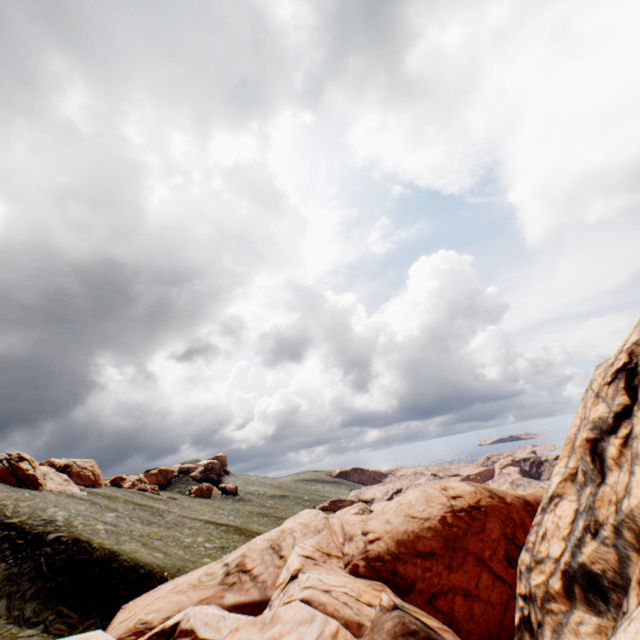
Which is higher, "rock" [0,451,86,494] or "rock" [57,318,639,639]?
"rock" [0,451,86,494]

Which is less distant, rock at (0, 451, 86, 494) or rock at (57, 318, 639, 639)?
rock at (57, 318, 639, 639)

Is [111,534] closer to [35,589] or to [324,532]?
[35,589]

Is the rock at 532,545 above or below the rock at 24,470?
below

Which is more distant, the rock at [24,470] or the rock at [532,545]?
the rock at [24,470]
